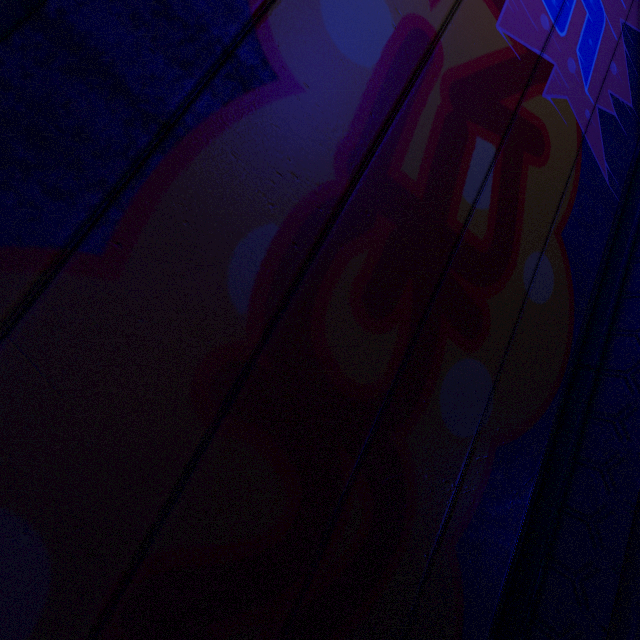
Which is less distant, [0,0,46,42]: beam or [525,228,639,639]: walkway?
[0,0,46,42]: beam

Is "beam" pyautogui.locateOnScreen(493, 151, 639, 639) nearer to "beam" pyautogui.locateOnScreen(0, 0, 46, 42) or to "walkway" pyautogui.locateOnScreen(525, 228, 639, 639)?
"walkway" pyautogui.locateOnScreen(525, 228, 639, 639)

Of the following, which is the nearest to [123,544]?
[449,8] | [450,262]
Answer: [450,262]

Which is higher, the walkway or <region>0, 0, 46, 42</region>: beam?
<region>0, 0, 46, 42</region>: beam

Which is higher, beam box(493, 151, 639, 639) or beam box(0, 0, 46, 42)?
beam box(0, 0, 46, 42)

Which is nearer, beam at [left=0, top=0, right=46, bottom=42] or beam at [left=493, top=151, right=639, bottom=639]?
beam at [left=0, top=0, right=46, bottom=42]

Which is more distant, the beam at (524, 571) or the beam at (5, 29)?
the beam at (524, 571)

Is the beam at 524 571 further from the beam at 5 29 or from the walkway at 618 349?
the beam at 5 29
